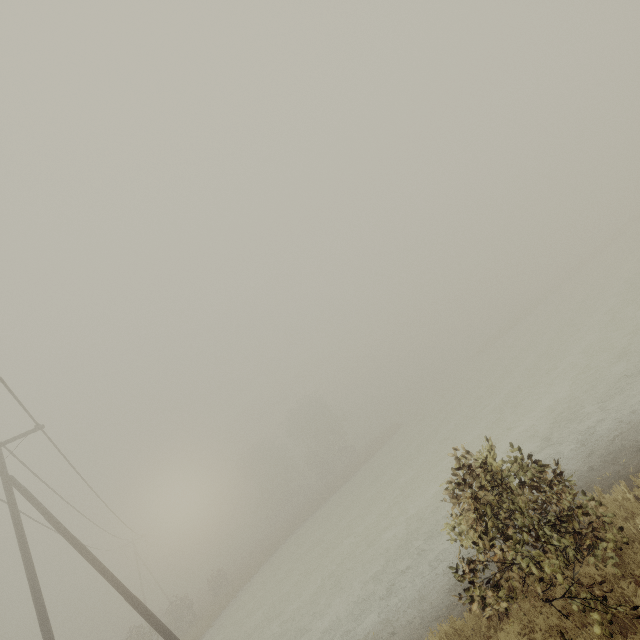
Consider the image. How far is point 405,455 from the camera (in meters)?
28.23

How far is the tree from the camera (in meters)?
53.22

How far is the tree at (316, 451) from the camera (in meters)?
53.22
